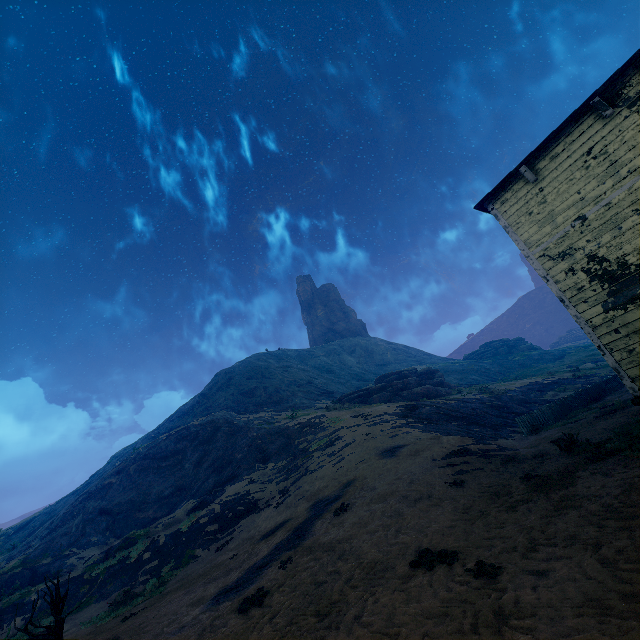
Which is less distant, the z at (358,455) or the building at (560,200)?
the z at (358,455)

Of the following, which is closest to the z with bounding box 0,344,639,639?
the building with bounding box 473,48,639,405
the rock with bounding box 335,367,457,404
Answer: the building with bounding box 473,48,639,405

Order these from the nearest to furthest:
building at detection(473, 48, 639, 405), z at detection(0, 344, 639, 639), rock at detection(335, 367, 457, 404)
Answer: z at detection(0, 344, 639, 639)
building at detection(473, 48, 639, 405)
rock at detection(335, 367, 457, 404)

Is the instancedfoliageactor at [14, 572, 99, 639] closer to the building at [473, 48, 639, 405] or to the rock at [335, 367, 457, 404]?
the building at [473, 48, 639, 405]

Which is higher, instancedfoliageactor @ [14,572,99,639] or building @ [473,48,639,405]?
building @ [473,48,639,405]

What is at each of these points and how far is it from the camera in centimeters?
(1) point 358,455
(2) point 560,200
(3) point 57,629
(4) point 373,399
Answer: Answer:
(1) z, 1530cm
(2) building, 798cm
(3) instancedfoliageactor, 723cm
(4) rock, 3158cm

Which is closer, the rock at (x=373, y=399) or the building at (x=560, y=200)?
the building at (x=560, y=200)

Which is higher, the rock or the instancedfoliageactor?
the rock
